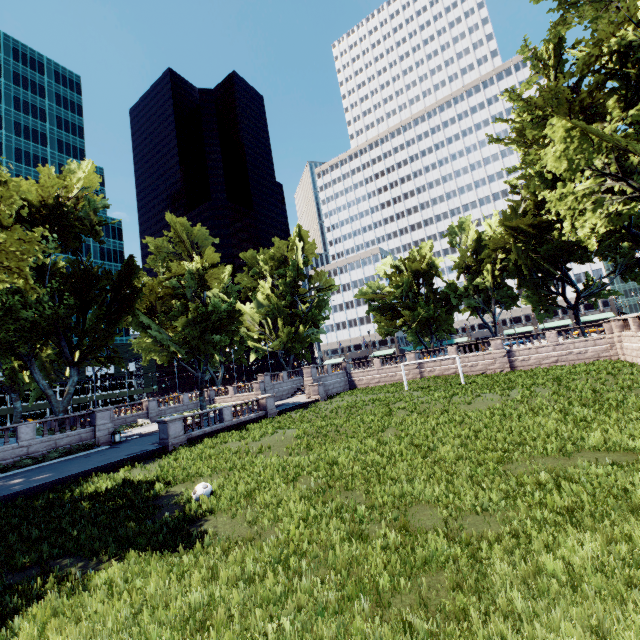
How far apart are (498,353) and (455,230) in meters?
22.1 m

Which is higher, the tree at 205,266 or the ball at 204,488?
the tree at 205,266

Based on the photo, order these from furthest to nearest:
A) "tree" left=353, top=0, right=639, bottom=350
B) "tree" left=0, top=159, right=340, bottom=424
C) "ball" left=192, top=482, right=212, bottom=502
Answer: "tree" left=0, top=159, right=340, bottom=424
"tree" left=353, top=0, right=639, bottom=350
"ball" left=192, top=482, right=212, bottom=502

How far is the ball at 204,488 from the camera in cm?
1116

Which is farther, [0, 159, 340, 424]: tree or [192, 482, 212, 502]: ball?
[0, 159, 340, 424]: tree

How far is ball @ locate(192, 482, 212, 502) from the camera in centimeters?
1116cm

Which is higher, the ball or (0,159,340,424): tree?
(0,159,340,424): tree
